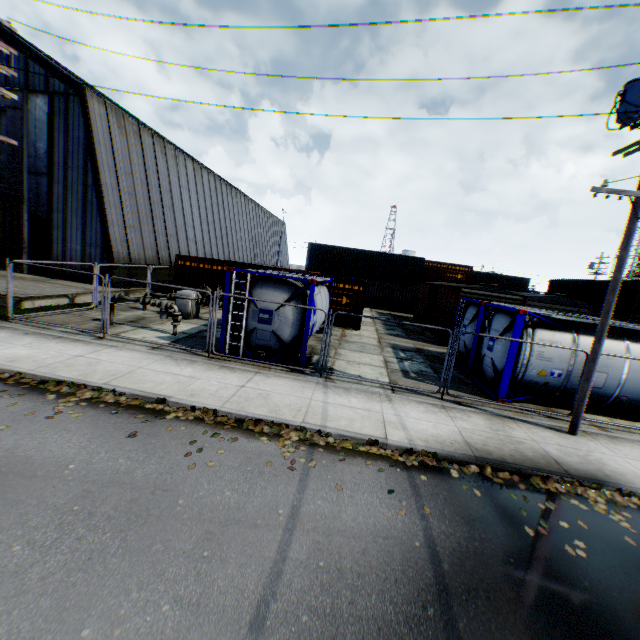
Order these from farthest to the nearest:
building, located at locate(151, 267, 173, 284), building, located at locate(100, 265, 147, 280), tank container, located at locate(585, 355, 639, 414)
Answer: Answer: building, located at locate(151, 267, 173, 284) < building, located at locate(100, 265, 147, 280) < tank container, located at locate(585, 355, 639, 414)

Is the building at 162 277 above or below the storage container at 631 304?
below

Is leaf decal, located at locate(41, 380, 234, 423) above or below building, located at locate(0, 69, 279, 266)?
below

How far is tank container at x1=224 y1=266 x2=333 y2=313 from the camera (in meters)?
10.26

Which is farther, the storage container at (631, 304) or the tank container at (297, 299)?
the storage container at (631, 304)

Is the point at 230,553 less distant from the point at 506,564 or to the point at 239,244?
the point at 506,564

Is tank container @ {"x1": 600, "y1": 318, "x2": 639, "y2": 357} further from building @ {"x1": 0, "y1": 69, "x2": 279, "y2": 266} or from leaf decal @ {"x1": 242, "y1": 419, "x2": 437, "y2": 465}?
building @ {"x1": 0, "y1": 69, "x2": 279, "y2": 266}

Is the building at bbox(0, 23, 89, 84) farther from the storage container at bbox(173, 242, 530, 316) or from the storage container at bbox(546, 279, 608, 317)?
the storage container at bbox(546, 279, 608, 317)
